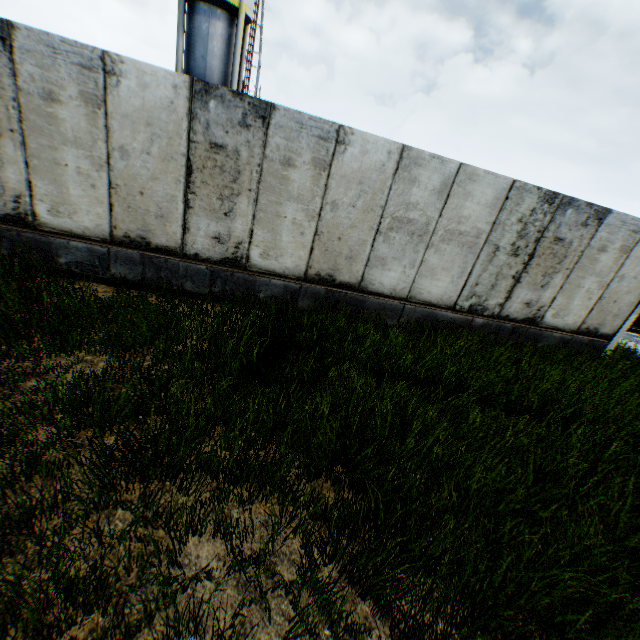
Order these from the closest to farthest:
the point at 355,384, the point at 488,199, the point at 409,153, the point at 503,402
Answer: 1. the point at 355,384
2. the point at 503,402
3. the point at 409,153
4. the point at 488,199
